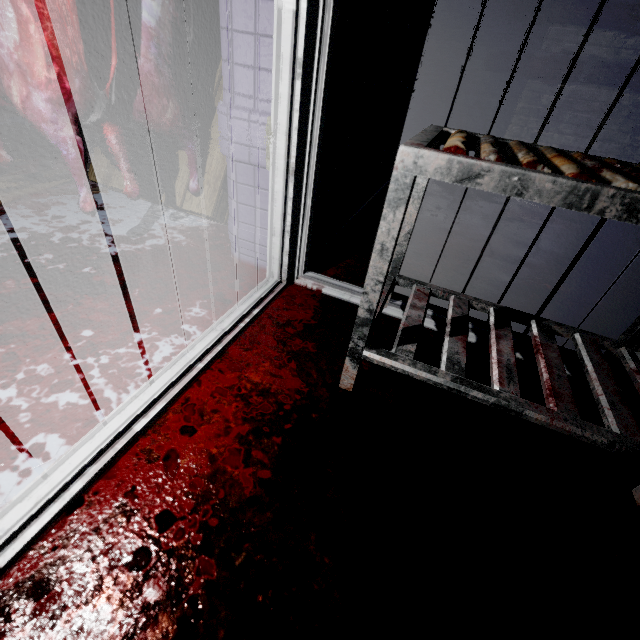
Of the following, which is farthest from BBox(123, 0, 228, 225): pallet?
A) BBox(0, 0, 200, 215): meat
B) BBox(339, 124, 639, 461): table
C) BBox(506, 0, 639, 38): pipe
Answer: BBox(506, 0, 639, 38): pipe

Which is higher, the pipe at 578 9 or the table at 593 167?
the pipe at 578 9

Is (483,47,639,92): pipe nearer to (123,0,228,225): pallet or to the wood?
(123,0,228,225): pallet

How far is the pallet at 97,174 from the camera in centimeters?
208cm

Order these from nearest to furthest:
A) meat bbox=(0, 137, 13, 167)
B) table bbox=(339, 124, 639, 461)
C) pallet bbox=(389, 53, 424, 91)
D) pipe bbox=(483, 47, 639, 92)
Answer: table bbox=(339, 124, 639, 461)
meat bbox=(0, 137, 13, 167)
pallet bbox=(389, 53, 424, 91)
pipe bbox=(483, 47, 639, 92)

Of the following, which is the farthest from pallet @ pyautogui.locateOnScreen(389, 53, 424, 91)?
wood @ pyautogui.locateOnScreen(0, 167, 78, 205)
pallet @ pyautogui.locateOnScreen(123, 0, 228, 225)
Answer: wood @ pyautogui.locateOnScreen(0, 167, 78, 205)

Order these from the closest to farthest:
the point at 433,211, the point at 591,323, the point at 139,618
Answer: the point at 139,618 < the point at 591,323 < the point at 433,211

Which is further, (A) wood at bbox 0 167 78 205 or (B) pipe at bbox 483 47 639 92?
(B) pipe at bbox 483 47 639 92
